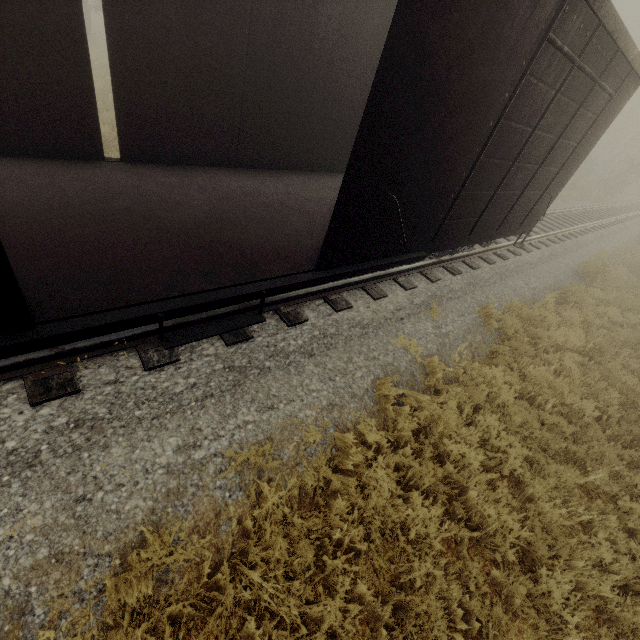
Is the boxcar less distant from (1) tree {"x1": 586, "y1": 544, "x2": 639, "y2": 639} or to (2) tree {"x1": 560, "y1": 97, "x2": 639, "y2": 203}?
(1) tree {"x1": 586, "y1": 544, "x2": 639, "y2": 639}

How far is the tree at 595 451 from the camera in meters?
4.9 m

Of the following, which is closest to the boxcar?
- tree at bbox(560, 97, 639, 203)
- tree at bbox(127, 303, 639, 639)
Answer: tree at bbox(127, 303, 639, 639)

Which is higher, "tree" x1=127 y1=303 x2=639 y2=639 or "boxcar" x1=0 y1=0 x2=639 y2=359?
"boxcar" x1=0 y1=0 x2=639 y2=359

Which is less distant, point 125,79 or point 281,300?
point 125,79

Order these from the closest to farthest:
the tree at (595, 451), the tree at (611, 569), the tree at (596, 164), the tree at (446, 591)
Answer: the tree at (446, 591) → the tree at (611, 569) → the tree at (595, 451) → the tree at (596, 164)
